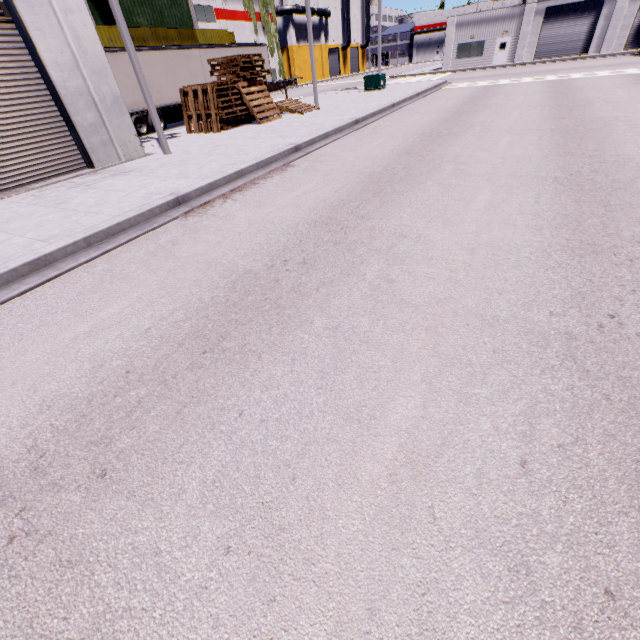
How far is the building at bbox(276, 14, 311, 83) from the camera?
49.69m

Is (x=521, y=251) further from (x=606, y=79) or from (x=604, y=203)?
(x=606, y=79)

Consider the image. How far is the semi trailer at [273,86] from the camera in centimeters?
2261cm

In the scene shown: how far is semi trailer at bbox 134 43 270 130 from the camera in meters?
18.2

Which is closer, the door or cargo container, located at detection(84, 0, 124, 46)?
cargo container, located at detection(84, 0, 124, 46)

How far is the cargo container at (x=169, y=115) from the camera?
23.2 meters

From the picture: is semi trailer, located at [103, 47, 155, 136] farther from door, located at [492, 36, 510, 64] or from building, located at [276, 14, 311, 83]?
door, located at [492, 36, 510, 64]

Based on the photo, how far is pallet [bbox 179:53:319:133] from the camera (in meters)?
14.30
